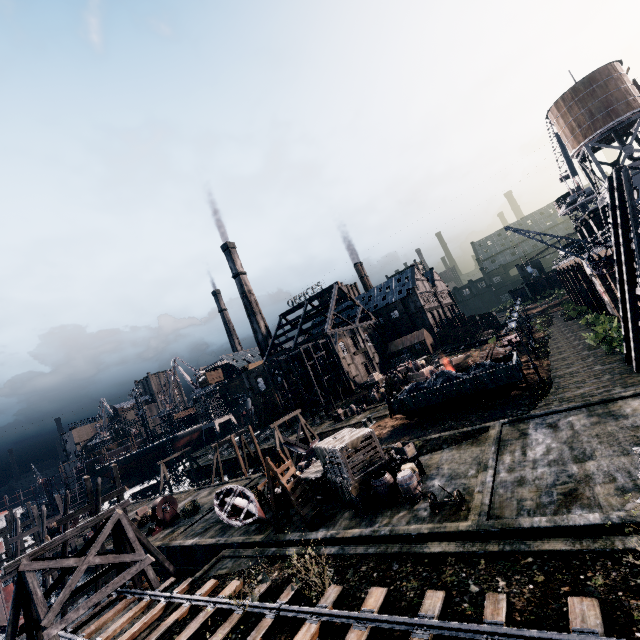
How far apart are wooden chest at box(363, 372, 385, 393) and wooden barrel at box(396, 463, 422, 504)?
33.4 meters

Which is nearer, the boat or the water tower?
the boat

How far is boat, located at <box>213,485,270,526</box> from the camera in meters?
20.3

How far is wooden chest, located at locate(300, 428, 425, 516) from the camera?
16.72m

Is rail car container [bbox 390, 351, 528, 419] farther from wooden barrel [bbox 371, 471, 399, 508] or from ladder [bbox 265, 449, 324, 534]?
ladder [bbox 265, 449, 324, 534]

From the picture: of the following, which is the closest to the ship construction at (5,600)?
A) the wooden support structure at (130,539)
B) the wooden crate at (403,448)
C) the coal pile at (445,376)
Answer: the wooden support structure at (130,539)

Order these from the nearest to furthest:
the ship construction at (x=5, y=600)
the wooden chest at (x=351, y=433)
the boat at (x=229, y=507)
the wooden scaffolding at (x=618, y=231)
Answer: the wooden chest at (x=351, y=433) → the wooden scaffolding at (x=618, y=231) → the boat at (x=229, y=507) → the ship construction at (x=5, y=600)

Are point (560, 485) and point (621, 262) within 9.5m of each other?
no
